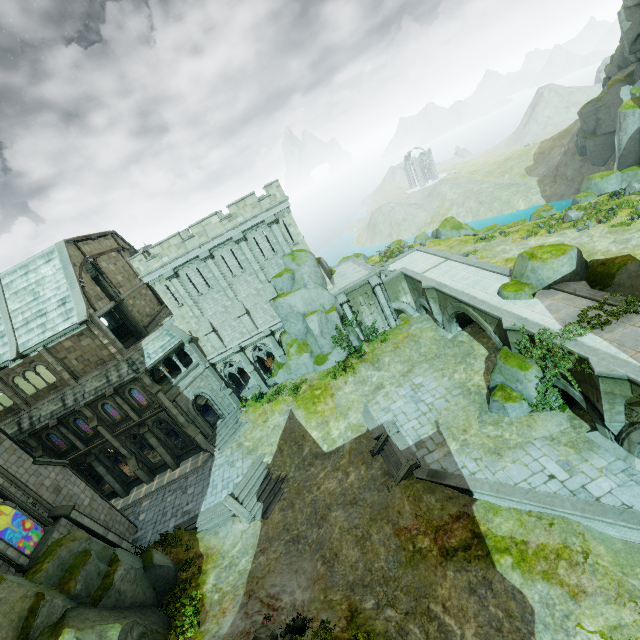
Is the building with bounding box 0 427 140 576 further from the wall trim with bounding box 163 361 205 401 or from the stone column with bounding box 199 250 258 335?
the stone column with bounding box 199 250 258 335

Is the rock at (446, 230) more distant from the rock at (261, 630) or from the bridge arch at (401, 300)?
the rock at (261, 630)

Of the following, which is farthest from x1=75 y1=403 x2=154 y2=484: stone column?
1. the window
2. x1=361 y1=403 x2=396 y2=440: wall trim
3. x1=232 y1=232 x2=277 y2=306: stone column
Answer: x1=361 y1=403 x2=396 y2=440: wall trim

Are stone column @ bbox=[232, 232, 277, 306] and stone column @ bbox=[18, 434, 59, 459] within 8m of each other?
no

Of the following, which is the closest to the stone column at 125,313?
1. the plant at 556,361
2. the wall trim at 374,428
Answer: the wall trim at 374,428

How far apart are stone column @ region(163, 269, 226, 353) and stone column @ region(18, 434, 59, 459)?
15.2 meters

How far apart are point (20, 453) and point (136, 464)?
9.25m

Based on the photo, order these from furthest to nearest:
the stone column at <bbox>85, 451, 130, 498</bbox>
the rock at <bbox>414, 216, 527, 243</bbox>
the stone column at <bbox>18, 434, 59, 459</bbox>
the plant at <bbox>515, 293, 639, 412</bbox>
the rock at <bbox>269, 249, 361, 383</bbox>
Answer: the rock at <bbox>414, 216, 527, 243</bbox>
the rock at <bbox>269, 249, 361, 383</bbox>
the stone column at <bbox>85, 451, 130, 498</bbox>
the stone column at <bbox>18, 434, 59, 459</bbox>
the plant at <bbox>515, 293, 639, 412</bbox>
